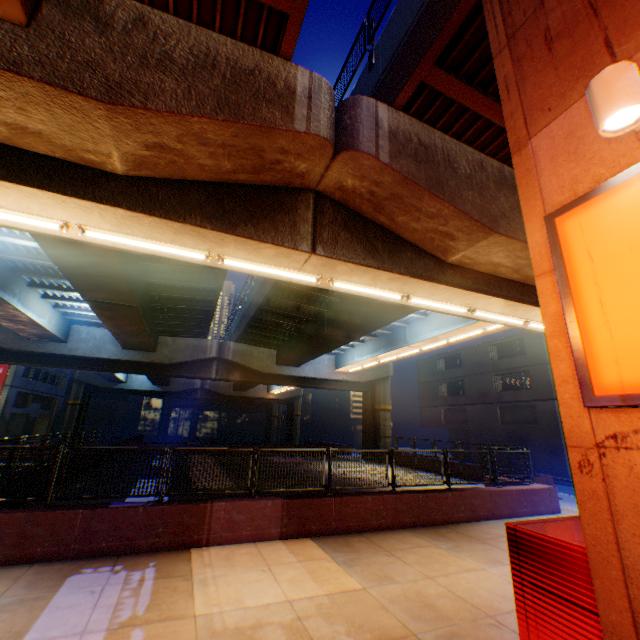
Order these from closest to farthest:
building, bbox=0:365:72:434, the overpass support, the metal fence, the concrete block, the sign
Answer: the sign → the overpass support → the concrete block → the metal fence → building, bbox=0:365:72:434

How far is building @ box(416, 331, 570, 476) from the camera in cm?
2614

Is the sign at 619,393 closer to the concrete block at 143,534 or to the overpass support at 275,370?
the overpass support at 275,370

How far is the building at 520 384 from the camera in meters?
26.1 m

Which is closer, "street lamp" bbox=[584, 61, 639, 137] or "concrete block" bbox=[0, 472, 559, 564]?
"street lamp" bbox=[584, 61, 639, 137]

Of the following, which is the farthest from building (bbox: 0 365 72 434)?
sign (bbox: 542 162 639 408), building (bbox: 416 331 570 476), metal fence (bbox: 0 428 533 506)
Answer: building (bbox: 416 331 570 476)

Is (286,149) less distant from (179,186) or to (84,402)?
(179,186)

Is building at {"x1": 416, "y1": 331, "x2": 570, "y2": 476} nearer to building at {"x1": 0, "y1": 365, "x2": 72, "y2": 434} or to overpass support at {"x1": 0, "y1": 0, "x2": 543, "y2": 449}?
overpass support at {"x1": 0, "y1": 0, "x2": 543, "y2": 449}
